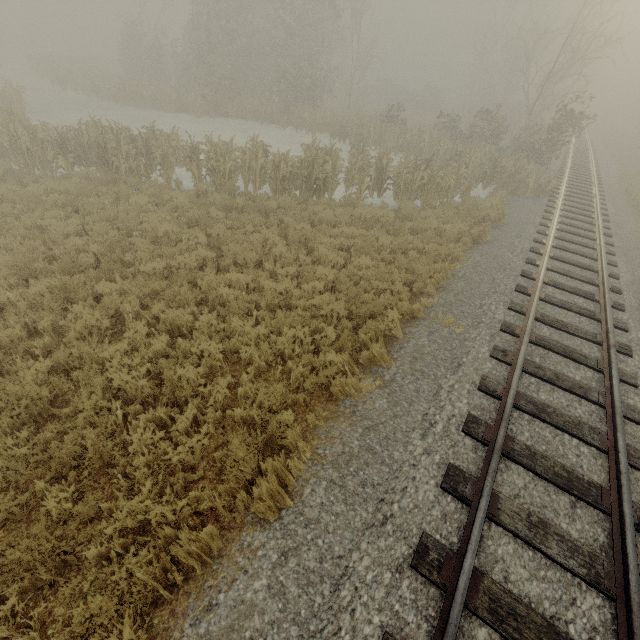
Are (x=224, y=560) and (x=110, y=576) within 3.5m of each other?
yes
